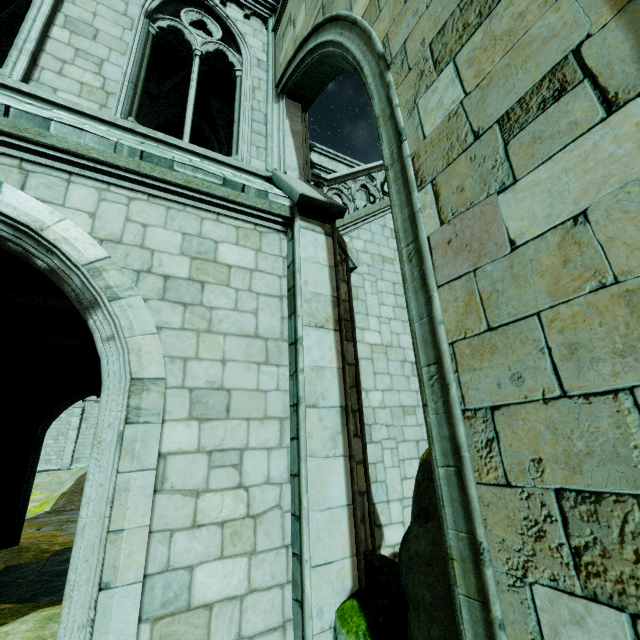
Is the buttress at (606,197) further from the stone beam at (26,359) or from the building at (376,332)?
the stone beam at (26,359)

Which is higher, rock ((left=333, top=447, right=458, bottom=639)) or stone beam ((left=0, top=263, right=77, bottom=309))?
stone beam ((left=0, top=263, right=77, bottom=309))

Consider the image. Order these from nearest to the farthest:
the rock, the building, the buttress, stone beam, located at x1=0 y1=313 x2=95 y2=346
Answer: the buttress
the rock
the building
stone beam, located at x1=0 y1=313 x2=95 y2=346

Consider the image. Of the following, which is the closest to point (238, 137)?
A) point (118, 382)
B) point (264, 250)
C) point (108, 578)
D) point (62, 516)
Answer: point (264, 250)

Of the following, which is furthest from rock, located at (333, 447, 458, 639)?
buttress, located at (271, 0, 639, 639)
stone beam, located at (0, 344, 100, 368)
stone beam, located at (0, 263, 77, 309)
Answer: stone beam, located at (0, 344, 100, 368)

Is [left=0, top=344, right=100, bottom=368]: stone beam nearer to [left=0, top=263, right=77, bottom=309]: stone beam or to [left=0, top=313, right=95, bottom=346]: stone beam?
[left=0, top=313, right=95, bottom=346]: stone beam

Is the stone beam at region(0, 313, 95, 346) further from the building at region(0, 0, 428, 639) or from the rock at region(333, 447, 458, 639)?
the rock at region(333, 447, 458, 639)

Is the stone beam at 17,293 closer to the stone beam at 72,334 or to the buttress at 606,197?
the stone beam at 72,334
